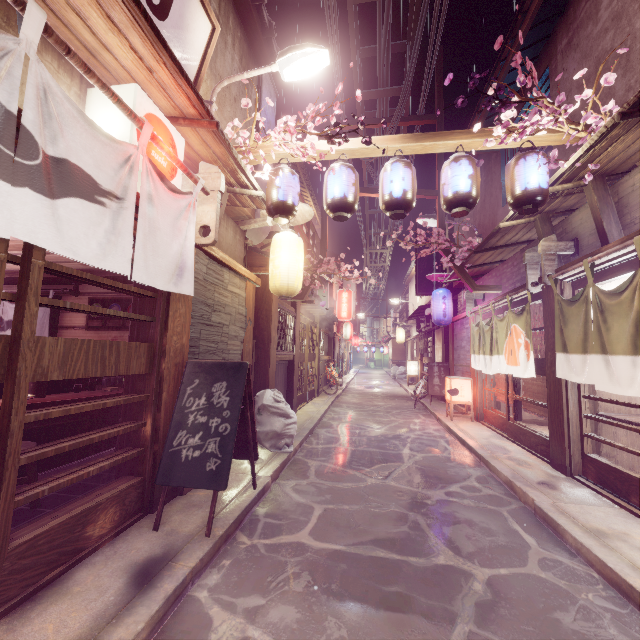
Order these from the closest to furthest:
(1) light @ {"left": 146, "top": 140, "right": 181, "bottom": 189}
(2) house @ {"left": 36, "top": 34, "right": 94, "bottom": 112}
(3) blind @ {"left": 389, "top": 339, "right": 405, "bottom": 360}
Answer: (2) house @ {"left": 36, "top": 34, "right": 94, "bottom": 112} < (1) light @ {"left": 146, "top": 140, "right": 181, "bottom": 189} < (3) blind @ {"left": 389, "top": 339, "right": 405, "bottom": 360}

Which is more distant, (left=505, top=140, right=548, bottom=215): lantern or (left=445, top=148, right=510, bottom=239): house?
(left=445, top=148, right=510, bottom=239): house

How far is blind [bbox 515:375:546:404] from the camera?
10.3m

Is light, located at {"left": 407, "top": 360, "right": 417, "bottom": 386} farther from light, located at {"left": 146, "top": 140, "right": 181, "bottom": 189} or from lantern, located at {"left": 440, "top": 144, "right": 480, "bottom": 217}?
light, located at {"left": 146, "top": 140, "right": 181, "bottom": 189}

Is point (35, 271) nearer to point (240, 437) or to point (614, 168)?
point (240, 437)

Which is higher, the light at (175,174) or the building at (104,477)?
the light at (175,174)

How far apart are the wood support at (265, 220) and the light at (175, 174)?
3.86m

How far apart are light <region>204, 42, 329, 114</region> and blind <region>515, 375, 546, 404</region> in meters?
10.7 m
